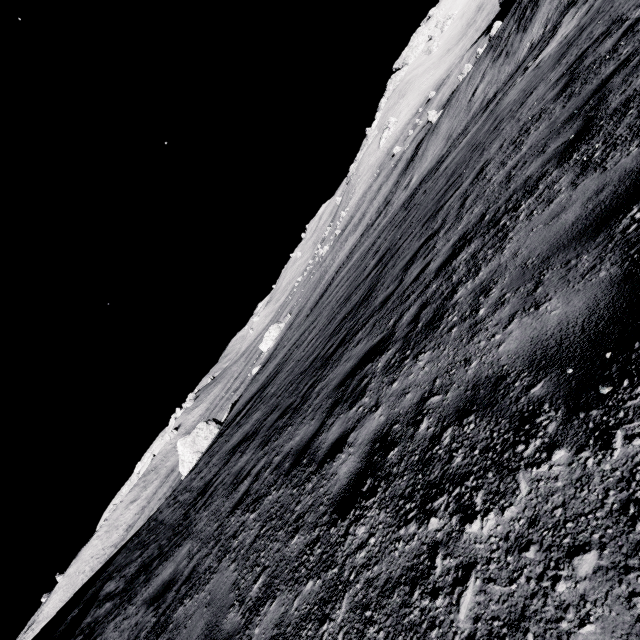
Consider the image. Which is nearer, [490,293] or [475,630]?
[475,630]

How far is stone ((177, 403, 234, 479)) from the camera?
31.64m

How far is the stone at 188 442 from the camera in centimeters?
3164cm
